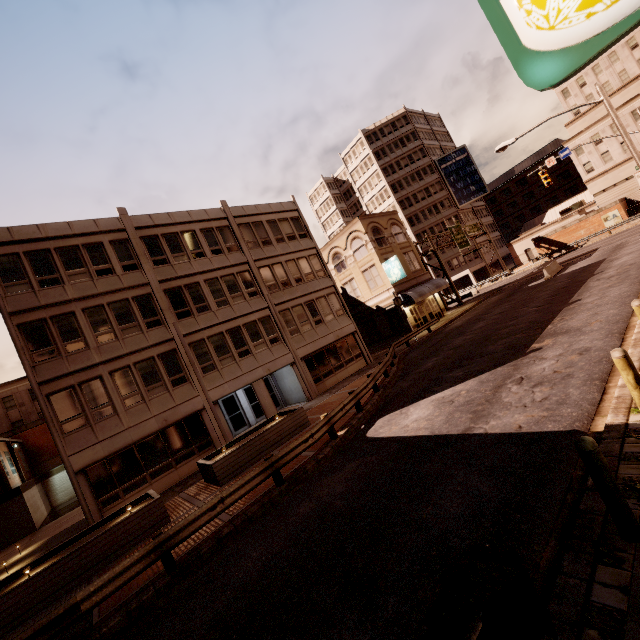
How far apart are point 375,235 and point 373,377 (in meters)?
21.34

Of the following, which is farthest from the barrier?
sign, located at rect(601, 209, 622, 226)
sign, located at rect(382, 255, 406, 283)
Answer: sign, located at rect(601, 209, 622, 226)

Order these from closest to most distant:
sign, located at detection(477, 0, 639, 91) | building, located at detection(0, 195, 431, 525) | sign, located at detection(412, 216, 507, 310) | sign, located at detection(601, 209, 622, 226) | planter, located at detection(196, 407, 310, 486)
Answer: sign, located at detection(477, 0, 639, 91)
planter, located at detection(196, 407, 310, 486)
building, located at detection(0, 195, 431, 525)
sign, located at detection(412, 216, 507, 310)
sign, located at detection(601, 209, 622, 226)

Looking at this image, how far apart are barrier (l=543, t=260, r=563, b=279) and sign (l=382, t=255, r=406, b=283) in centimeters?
1173cm

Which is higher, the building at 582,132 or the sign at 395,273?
the building at 582,132

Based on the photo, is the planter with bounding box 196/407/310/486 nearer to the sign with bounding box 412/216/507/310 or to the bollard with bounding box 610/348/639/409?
the bollard with bounding box 610/348/639/409

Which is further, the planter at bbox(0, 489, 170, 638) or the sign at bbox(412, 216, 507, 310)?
the sign at bbox(412, 216, 507, 310)

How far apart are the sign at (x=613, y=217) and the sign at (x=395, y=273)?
32.91m
